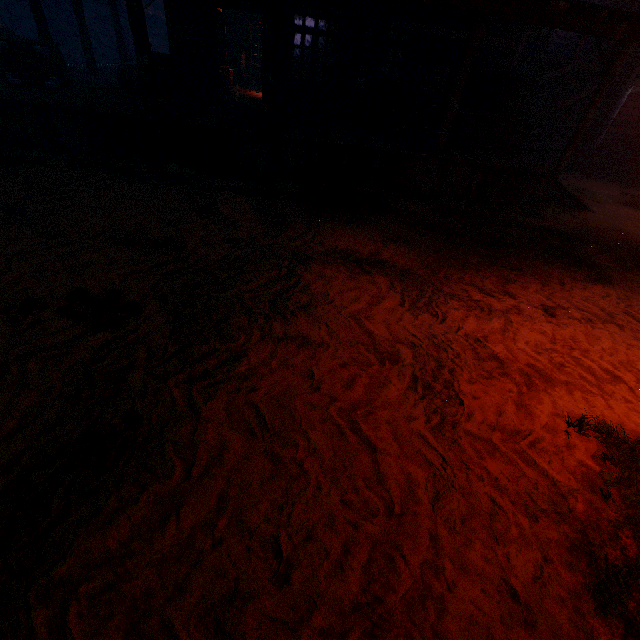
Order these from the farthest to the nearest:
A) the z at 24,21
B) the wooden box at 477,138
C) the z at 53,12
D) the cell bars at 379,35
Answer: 1. the z at 53,12
2. the z at 24,21
3. the cell bars at 379,35
4. the wooden box at 477,138

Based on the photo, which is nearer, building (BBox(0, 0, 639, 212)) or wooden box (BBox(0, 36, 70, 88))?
building (BBox(0, 0, 639, 212))

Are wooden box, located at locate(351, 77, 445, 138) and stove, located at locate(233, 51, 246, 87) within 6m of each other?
no

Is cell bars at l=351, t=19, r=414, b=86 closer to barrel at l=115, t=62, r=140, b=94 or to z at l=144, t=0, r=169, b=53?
z at l=144, t=0, r=169, b=53

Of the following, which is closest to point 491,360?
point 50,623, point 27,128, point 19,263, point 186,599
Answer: point 186,599

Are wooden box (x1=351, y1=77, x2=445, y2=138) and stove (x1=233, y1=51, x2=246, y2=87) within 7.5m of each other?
no

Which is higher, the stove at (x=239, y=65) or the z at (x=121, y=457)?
the stove at (x=239, y=65)

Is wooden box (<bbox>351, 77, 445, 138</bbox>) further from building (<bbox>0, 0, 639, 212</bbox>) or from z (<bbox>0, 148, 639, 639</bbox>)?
z (<bbox>0, 148, 639, 639</bbox>)
